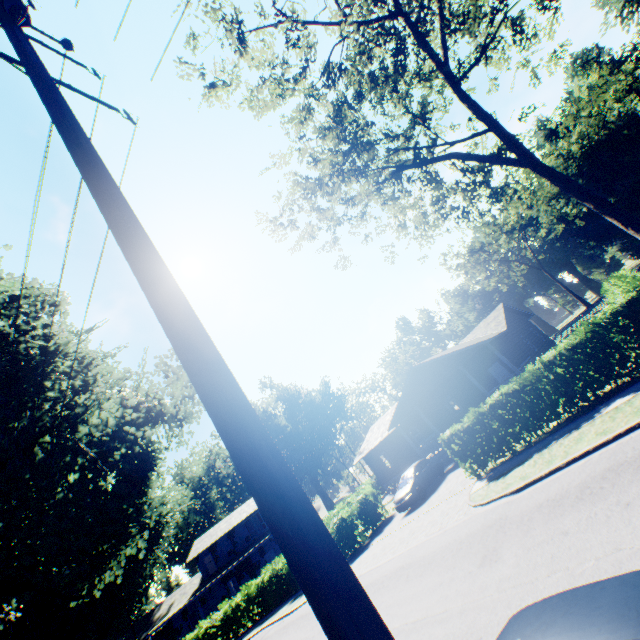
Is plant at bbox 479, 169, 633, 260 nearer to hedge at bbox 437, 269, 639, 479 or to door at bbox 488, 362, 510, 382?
hedge at bbox 437, 269, 639, 479

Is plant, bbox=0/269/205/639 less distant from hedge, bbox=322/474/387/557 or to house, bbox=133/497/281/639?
hedge, bbox=322/474/387/557

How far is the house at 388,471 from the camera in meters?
23.4 m

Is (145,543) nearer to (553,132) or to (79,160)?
(79,160)

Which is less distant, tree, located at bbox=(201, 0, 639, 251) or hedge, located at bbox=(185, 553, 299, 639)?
tree, located at bbox=(201, 0, 639, 251)

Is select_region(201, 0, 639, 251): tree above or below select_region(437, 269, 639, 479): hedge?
above

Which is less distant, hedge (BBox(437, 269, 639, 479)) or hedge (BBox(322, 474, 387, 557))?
hedge (BBox(437, 269, 639, 479))

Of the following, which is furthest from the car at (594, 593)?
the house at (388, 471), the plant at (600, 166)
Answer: the house at (388, 471)
